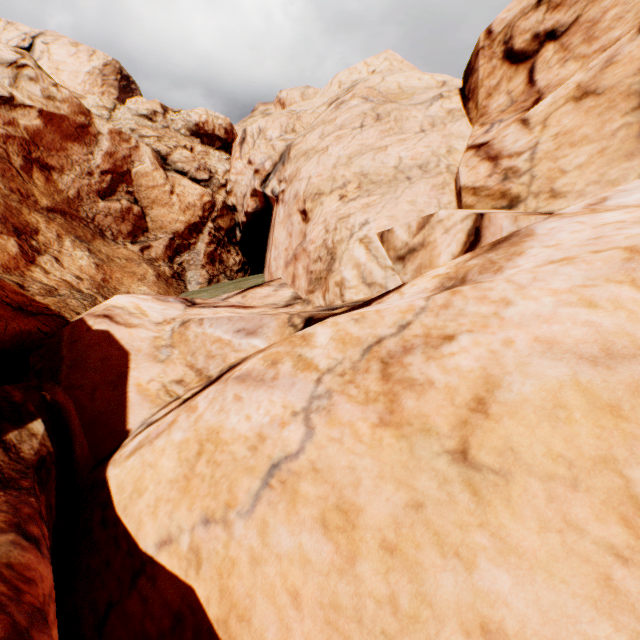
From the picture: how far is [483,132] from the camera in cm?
952
